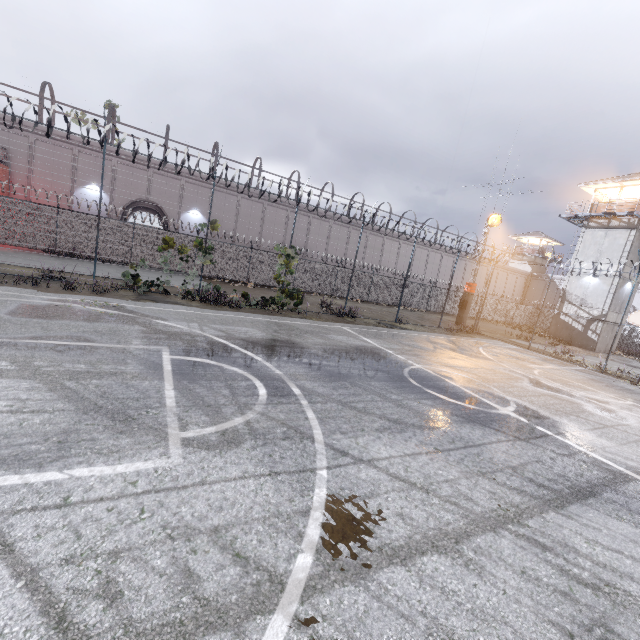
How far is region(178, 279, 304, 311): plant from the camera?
14.0m

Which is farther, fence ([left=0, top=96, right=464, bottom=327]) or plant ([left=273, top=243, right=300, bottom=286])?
plant ([left=273, top=243, right=300, bottom=286])

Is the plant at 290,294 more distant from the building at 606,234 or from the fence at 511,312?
the building at 606,234

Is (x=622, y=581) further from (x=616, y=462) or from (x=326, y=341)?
(x=326, y=341)

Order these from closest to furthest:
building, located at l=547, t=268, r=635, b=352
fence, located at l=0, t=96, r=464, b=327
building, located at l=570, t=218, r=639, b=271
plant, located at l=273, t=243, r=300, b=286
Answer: fence, located at l=0, t=96, r=464, b=327 < plant, located at l=273, t=243, r=300, b=286 < building, located at l=570, t=218, r=639, b=271 < building, located at l=547, t=268, r=635, b=352

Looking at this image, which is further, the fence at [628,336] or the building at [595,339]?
the building at [595,339]

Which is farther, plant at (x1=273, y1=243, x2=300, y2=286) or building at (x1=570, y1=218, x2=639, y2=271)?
building at (x1=570, y1=218, x2=639, y2=271)

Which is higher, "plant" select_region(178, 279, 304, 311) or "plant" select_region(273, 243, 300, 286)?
"plant" select_region(273, 243, 300, 286)
